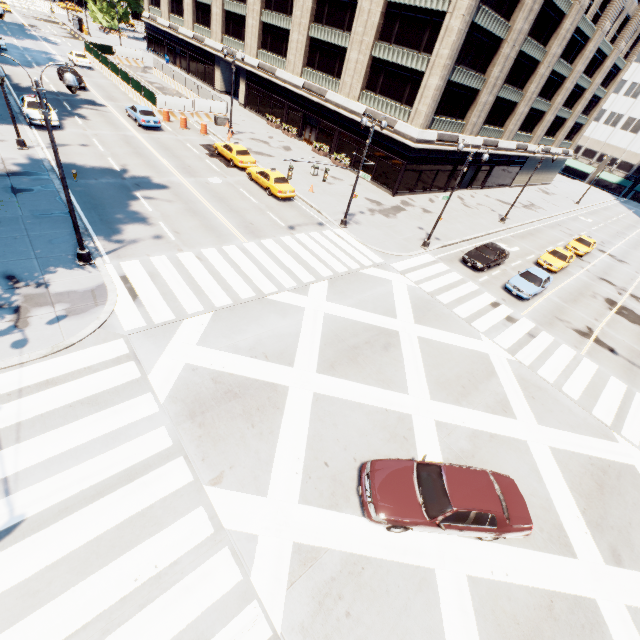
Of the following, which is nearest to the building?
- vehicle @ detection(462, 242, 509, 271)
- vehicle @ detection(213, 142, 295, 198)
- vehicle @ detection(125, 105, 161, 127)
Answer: vehicle @ detection(462, 242, 509, 271)

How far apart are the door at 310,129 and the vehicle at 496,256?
24.5m

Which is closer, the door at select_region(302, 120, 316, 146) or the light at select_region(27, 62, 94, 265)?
the light at select_region(27, 62, 94, 265)

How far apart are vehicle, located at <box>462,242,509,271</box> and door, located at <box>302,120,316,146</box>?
24.48m

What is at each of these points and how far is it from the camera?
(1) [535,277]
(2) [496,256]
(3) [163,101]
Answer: (1) vehicle, 22.95m
(2) vehicle, 24.52m
(3) fence, 33.69m

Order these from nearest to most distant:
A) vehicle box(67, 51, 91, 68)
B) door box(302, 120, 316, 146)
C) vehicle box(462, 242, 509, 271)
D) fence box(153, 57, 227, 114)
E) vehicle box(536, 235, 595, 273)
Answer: vehicle box(462, 242, 509, 271)
vehicle box(536, 235, 595, 273)
fence box(153, 57, 227, 114)
door box(302, 120, 316, 146)
vehicle box(67, 51, 91, 68)

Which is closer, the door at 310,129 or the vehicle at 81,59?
the door at 310,129

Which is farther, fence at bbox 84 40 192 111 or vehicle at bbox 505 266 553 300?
fence at bbox 84 40 192 111
